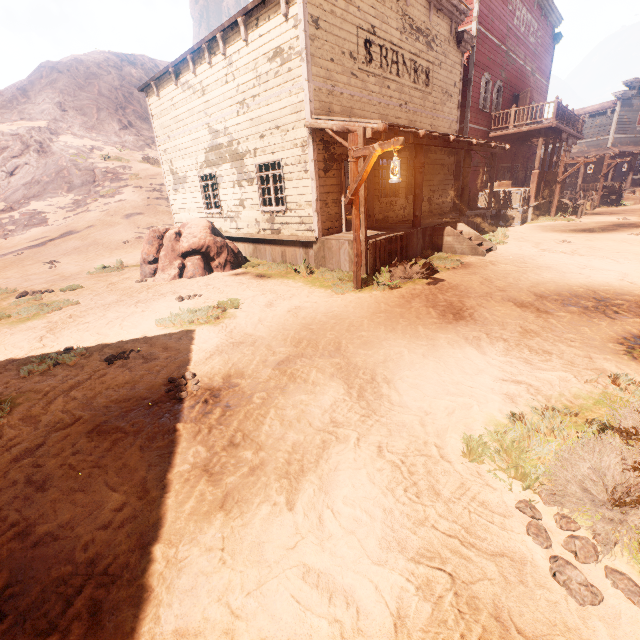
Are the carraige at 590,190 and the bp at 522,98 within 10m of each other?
yes

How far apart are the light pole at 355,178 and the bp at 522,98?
18.7 meters

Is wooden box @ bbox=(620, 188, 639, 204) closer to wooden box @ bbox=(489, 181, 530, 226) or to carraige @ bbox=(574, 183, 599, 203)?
carraige @ bbox=(574, 183, 599, 203)

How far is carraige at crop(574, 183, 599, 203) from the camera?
23.4m

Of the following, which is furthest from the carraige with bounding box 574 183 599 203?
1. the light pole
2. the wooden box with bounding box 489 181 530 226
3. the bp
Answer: the light pole

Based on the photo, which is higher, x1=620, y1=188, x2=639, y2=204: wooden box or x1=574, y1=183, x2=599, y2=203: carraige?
x1=574, y1=183, x2=599, y2=203: carraige

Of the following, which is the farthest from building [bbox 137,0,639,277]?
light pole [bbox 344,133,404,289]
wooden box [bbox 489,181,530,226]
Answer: light pole [bbox 344,133,404,289]

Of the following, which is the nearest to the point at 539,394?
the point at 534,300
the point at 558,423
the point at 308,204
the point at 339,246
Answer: the point at 558,423
